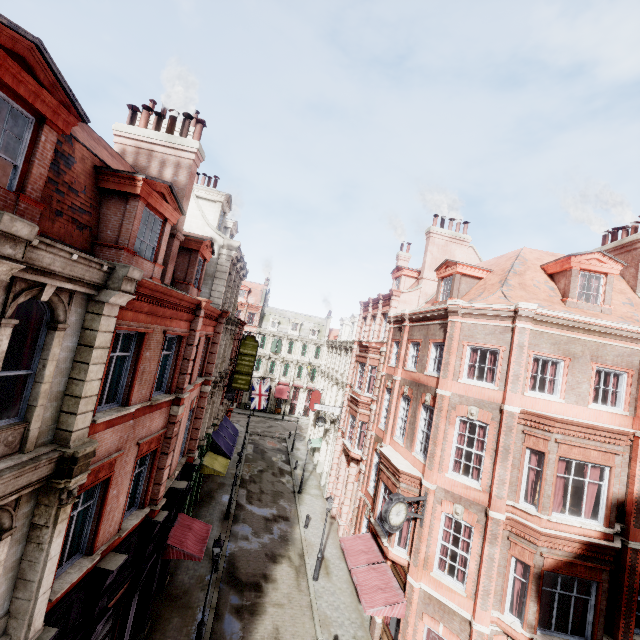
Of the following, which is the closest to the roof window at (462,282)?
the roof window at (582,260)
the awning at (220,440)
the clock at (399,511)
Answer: the roof window at (582,260)

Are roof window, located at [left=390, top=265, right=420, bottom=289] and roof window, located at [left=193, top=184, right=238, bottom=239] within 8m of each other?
no

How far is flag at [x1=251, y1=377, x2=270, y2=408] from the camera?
34.7m

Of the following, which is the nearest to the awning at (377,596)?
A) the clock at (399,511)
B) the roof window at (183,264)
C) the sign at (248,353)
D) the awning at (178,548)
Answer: the clock at (399,511)

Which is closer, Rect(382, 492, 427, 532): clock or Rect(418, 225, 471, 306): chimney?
Rect(382, 492, 427, 532): clock

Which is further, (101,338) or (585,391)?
(585,391)

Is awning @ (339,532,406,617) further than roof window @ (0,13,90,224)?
Yes

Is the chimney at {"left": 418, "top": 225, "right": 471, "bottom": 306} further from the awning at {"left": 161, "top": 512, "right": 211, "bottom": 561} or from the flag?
the flag
